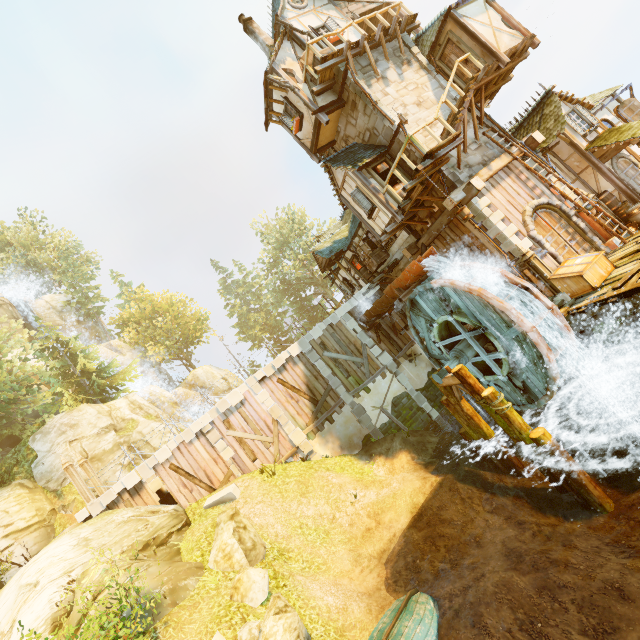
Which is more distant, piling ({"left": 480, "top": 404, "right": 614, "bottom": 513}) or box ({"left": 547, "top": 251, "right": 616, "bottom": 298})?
box ({"left": 547, "top": 251, "right": 616, "bottom": 298})

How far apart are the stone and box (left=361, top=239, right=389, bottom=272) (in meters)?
13.24

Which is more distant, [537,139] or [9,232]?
[9,232]

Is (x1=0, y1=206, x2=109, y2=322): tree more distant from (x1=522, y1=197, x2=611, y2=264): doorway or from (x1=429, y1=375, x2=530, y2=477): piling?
A: (x1=429, y1=375, x2=530, y2=477): piling

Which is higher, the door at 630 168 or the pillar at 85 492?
the pillar at 85 492

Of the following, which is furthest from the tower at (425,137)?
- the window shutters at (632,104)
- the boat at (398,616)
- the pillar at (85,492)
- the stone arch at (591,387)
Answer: the pillar at (85,492)

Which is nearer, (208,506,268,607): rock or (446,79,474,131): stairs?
(208,506,268,607): rock

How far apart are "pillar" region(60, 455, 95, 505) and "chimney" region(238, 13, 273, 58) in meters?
22.4
